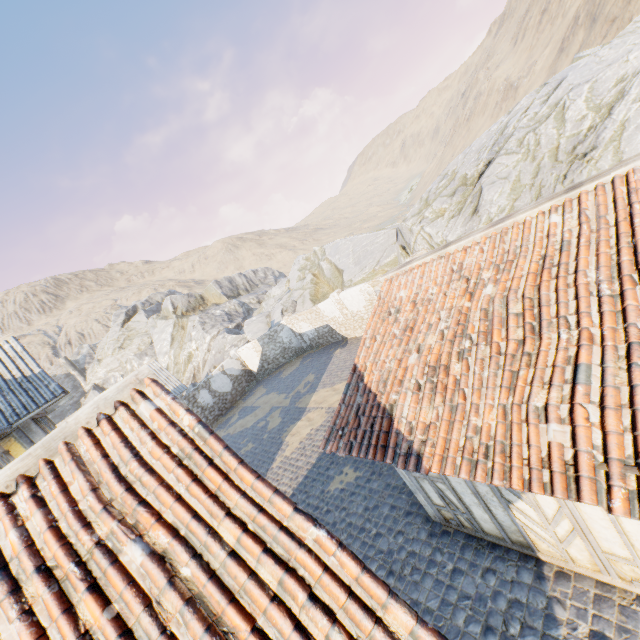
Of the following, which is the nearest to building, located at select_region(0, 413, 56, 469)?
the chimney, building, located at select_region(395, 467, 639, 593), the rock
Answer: building, located at select_region(395, 467, 639, 593)

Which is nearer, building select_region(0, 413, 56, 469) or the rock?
building select_region(0, 413, 56, 469)

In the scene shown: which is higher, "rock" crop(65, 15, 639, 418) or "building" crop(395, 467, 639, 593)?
"rock" crop(65, 15, 639, 418)

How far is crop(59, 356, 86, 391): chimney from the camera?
47.34m

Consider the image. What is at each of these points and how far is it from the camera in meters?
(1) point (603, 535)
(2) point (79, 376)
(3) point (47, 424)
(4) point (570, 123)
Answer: (1) building, 4.0 m
(2) chimney, 47.8 m
(3) building, 12.1 m
(4) rock, 11.8 m

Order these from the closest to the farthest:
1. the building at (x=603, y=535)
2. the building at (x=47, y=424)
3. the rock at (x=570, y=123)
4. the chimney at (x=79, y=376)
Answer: the building at (x=603, y=535)
the building at (x=47, y=424)
the rock at (x=570, y=123)
the chimney at (x=79, y=376)

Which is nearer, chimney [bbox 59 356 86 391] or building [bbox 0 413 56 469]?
building [bbox 0 413 56 469]

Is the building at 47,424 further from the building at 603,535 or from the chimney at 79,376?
the chimney at 79,376
